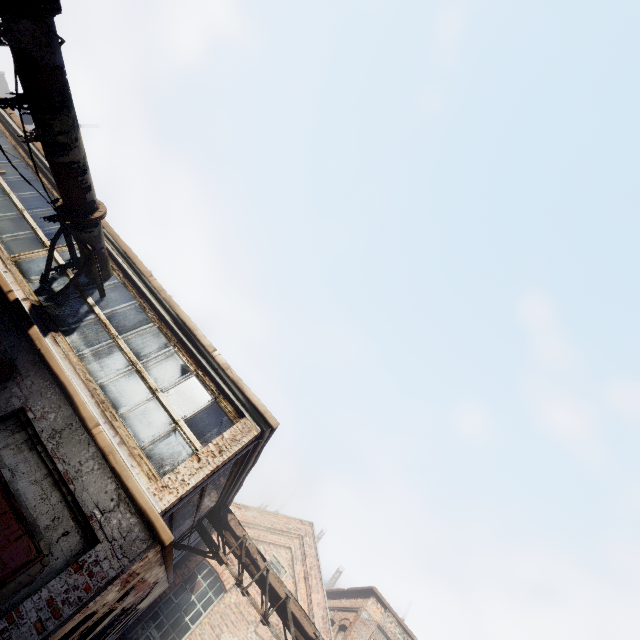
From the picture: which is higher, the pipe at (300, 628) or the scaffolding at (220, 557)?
the pipe at (300, 628)

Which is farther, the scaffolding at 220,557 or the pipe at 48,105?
the scaffolding at 220,557

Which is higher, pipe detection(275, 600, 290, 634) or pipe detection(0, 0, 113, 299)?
pipe detection(275, 600, 290, 634)

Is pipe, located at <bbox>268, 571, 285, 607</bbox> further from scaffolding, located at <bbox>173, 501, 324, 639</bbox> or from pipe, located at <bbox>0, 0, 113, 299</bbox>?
pipe, located at <bbox>0, 0, 113, 299</bbox>

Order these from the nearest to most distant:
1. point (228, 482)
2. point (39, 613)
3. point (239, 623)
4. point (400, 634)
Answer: point (39, 613), point (228, 482), point (239, 623), point (400, 634)

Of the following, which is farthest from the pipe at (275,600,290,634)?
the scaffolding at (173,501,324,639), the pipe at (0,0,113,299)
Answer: the pipe at (0,0,113,299)
